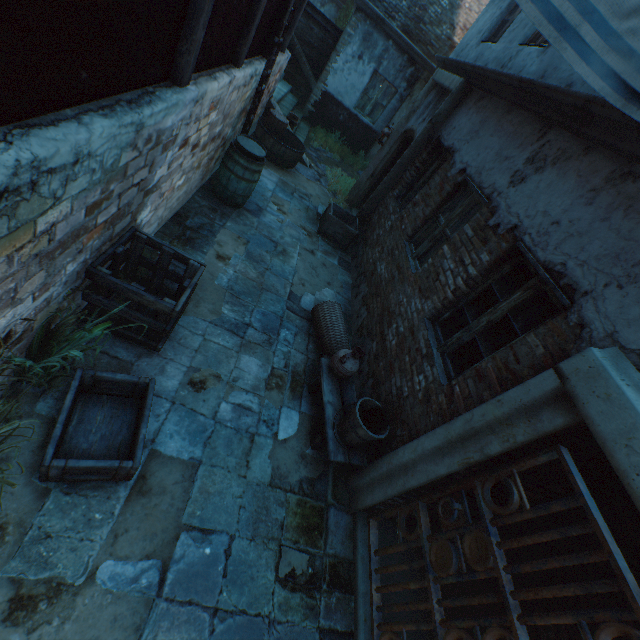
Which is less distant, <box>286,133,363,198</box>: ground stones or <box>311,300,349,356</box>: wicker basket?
<box>311,300,349,356</box>: wicker basket

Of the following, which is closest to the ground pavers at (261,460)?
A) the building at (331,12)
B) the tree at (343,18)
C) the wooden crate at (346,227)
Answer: the wooden crate at (346,227)

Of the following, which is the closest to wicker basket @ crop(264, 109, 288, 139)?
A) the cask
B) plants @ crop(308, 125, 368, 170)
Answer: the cask

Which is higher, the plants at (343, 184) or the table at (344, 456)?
the table at (344, 456)

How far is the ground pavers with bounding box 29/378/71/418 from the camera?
2.5m

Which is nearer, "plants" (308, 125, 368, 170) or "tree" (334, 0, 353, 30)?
"plants" (308, 125, 368, 170)

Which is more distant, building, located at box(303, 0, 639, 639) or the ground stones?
the ground stones

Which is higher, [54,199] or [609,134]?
[609,134]
